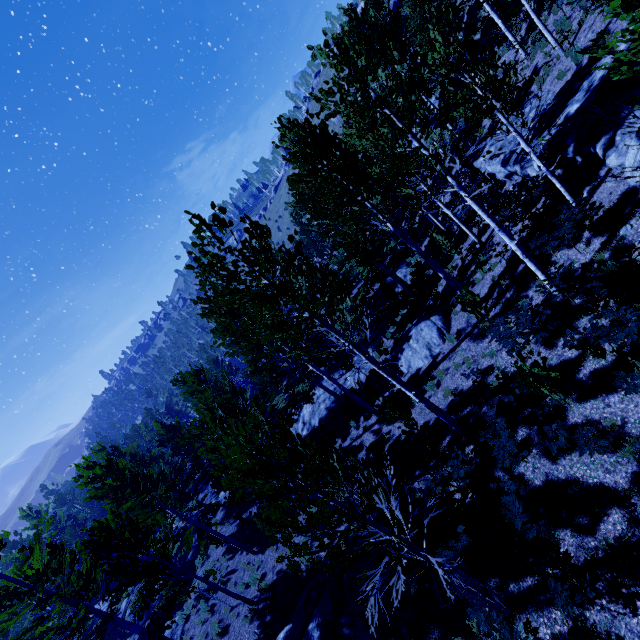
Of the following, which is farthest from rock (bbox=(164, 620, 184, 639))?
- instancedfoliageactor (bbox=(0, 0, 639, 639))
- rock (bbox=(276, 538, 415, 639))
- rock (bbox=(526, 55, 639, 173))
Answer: rock (bbox=(526, 55, 639, 173))

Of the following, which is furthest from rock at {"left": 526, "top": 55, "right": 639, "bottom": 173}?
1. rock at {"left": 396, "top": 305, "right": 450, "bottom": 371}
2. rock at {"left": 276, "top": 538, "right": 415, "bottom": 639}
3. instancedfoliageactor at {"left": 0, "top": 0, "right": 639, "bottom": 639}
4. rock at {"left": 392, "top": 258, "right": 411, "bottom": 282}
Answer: rock at {"left": 276, "top": 538, "right": 415, "bottom": 639}

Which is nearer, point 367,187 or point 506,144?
point 367,187

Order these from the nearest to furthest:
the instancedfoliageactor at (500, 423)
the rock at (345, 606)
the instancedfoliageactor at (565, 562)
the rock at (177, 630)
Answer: the instancedfoliageactor at (565, 562) < the instancedfoliageactor at (500, 423) < the rock at (345, 606) < the rock at (177, 630)

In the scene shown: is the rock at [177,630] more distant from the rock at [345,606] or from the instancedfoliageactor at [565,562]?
the rock at [345,606]

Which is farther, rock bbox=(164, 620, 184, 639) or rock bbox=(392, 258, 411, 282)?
rock bbox=(392, 258, 411, 282)

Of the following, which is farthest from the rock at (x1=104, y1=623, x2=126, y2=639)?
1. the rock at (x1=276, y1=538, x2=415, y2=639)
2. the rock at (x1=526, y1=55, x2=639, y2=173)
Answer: the rock at (x1=526, y1=55, x2=639, y2=173)

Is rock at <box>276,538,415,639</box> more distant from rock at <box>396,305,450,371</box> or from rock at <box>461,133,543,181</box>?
rock at <box>461,133,543,181</box>
